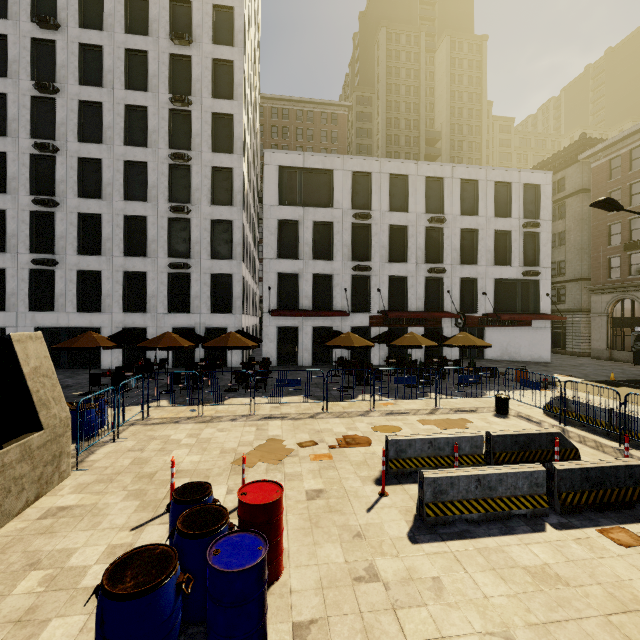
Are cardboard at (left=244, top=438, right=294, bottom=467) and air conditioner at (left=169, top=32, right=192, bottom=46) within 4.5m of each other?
no

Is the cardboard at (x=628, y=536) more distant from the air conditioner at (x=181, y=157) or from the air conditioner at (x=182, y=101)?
the air conditioner at (x=182, y=101)

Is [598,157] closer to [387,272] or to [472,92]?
[387,272]

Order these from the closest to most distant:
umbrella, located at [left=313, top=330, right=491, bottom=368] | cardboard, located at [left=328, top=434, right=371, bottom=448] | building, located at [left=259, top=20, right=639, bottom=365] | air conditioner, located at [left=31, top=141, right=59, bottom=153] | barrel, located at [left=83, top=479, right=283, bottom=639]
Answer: barrel, located at [left=83, top=479, right=283, bottom=639]
cardboard, located at [left=328, top=434, right=371, bottom=448]
umbrella, located at [left=313, top=330, right=491, bottom=368]
air conditioner, located at [left=31, top=141, right=59, bottom=153]
building, located at [left=259, top=20, right=639, bottom=365]

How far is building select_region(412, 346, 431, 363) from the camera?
25.4m

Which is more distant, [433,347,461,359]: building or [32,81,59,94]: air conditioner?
[433,347,461,359]: building

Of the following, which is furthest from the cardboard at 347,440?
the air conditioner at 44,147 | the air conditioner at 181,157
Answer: the air conditioner at 44,147

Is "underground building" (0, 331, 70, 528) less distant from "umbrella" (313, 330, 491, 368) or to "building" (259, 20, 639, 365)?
"umbrella" (313, 330, 491, 368)
